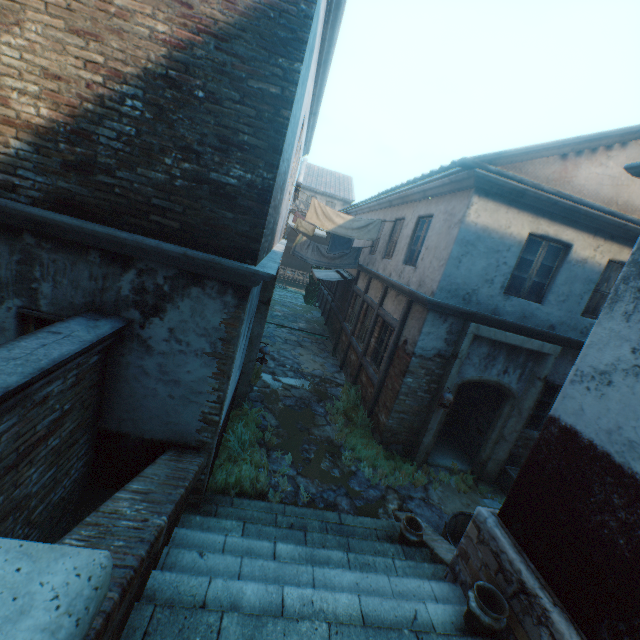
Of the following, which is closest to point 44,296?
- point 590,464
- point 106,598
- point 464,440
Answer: point 106,598

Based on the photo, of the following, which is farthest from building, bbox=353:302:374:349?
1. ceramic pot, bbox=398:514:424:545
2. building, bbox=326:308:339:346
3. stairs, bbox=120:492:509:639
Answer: building, bbox=326:308:339:346

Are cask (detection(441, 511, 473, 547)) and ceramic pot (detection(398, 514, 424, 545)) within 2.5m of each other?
yes

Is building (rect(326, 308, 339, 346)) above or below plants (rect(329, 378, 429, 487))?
above

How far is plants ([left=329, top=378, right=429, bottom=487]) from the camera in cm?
694

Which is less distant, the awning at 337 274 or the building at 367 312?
the building at 367 312

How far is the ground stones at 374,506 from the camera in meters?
6.0

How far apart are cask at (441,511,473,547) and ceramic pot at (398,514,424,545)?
0.6 meters
